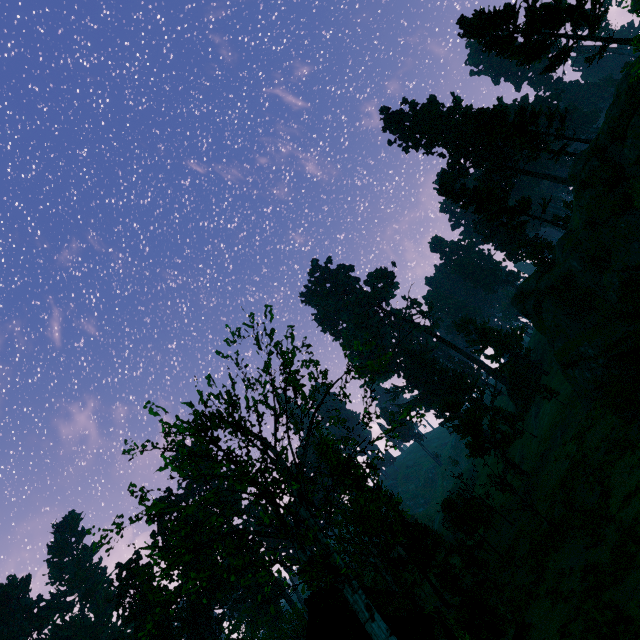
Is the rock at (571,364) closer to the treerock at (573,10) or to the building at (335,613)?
the treerock at (573,10)

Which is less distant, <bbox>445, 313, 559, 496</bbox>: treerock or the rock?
the rock

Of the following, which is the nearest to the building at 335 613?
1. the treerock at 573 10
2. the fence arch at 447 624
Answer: the treerock at 573 10

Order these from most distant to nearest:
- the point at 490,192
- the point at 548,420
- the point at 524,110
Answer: the point at 490,192, the point at 548,420, the point at 524,110

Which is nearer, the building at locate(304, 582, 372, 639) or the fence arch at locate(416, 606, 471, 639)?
the fence arch at locate(416, 606, 471, 639)

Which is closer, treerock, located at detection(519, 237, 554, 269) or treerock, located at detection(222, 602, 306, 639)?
treerock, located at detection(519, 237, 554, 269)
